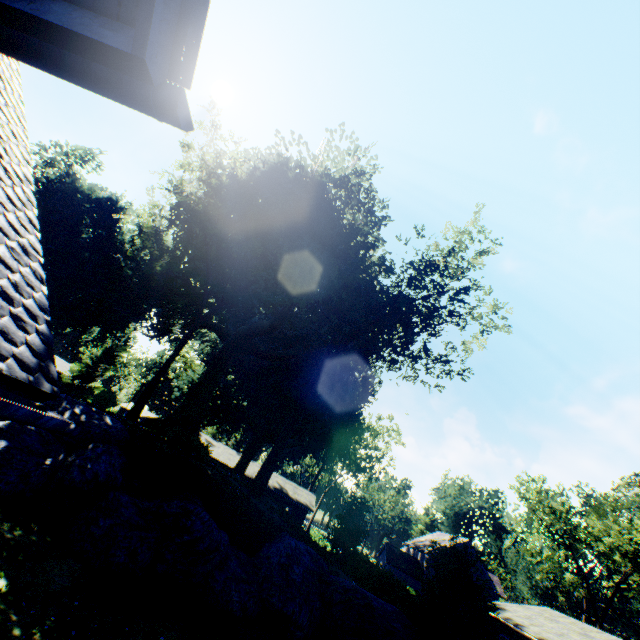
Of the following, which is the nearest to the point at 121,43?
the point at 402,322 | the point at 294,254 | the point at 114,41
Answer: the point at 114,41

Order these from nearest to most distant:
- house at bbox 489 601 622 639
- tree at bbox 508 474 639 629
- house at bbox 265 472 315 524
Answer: house at bbox 489 601 622 639, tree at bbox 508 474 639 629, house at bbox 265 472 315 524

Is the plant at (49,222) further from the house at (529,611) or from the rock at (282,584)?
the house at (529,611)

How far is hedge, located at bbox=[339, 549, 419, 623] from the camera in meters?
19.5 m

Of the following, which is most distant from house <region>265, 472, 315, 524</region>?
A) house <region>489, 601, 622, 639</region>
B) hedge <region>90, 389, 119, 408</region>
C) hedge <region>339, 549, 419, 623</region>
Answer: hedge <region>90, 389, 119, 408</region>

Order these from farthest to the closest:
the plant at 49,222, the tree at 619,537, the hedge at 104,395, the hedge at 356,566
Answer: the tree at 619,537 → the hedge at 104,395 → the plant at 49,222 → the hedge at 356,566

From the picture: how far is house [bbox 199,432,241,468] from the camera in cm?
4666

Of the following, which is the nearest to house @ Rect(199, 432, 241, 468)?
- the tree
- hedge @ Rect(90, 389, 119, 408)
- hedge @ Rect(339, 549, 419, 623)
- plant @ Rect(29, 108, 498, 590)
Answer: plant @ Rect(29, 108, 498, 590)
